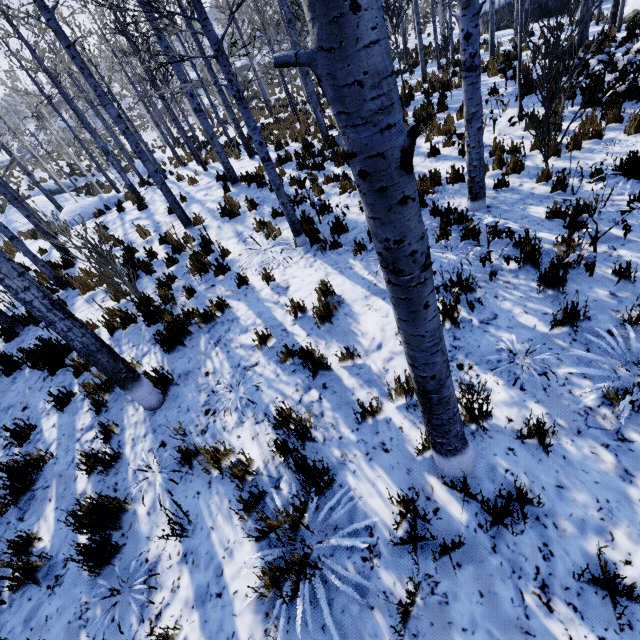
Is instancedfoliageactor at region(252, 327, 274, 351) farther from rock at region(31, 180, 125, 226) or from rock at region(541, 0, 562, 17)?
rock at region(541, 0, 562, 17)

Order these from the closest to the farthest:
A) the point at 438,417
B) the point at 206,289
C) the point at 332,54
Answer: the point at 332,54, the point at 438,417, the point at 206,289

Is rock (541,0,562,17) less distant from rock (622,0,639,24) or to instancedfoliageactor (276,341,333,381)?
instancedfoliageactor (276,341,333,381)

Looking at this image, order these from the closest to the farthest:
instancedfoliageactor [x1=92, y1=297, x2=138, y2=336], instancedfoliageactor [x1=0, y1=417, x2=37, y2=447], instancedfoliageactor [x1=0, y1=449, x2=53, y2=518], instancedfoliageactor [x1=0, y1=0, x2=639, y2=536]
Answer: instancedfoliageactor [x1=0, y1=0, x2=639, y2=536] < instancedfoliageactor [x1=0, y1=449, x2=53, y2=518] < instancedfoliageactor [x1=0, y1=417, x2=37, y2=447] < instancedfoliageactor [x1=92, y1=297, x2=138, y2=336]

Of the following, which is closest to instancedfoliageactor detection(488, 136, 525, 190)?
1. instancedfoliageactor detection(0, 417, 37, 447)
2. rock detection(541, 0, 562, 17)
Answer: instancedfoliageactor detection(0, 417, 37, 447)

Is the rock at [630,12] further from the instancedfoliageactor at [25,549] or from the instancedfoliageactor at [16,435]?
the instancedfoliageactor at [16,435]

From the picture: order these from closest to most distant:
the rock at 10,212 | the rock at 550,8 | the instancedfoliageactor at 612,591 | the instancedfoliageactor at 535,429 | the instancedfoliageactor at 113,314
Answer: the instancedfoliageactor at 612,591
the instancedfoliageactor at 535,429
the instancedfoliageactor at 113,314
the rock at 10,212
the rock at 550,8

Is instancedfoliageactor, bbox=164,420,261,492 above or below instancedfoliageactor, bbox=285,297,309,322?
below
